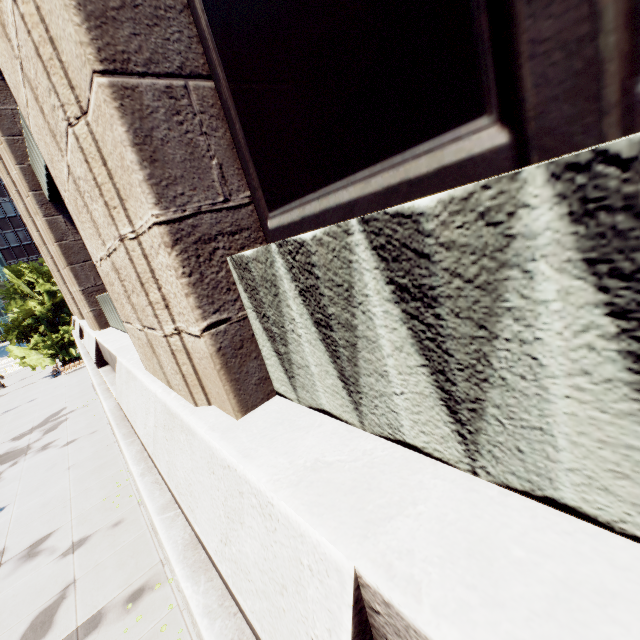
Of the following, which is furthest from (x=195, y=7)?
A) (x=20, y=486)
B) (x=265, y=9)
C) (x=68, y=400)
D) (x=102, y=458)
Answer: (x=68, y=400)

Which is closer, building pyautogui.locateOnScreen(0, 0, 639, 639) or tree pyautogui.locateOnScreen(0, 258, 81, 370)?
building pyautogui.locateOnScreen(0, 0, 639, 639)

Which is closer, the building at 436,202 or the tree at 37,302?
the building at 436,202
